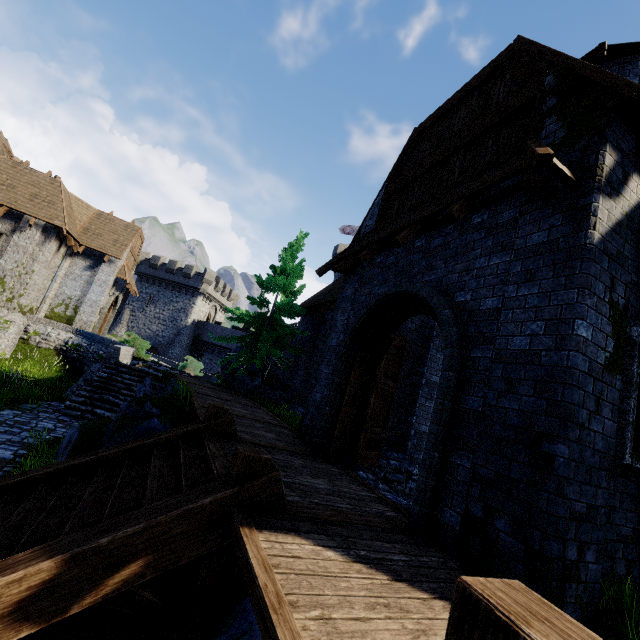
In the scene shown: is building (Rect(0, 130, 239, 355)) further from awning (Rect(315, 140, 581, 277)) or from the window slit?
the window slit

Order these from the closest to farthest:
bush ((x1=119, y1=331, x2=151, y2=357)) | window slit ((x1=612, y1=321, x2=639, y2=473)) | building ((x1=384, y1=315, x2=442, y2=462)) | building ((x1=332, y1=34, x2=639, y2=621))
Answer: building ((x1=332, y1=34, x2=639, y2=621)), window slit ((x1=612, y1=321, x2=639, y2=473)), building ((x1=384, y1=315, x2=442, y2=462)), bush ((x1=119, y1=331, x2=151, y2=357))

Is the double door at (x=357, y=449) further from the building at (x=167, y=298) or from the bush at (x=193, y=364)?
the bush at (x=193, y=364)

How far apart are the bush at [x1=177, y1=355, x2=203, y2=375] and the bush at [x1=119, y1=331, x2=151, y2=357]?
4.7 meters

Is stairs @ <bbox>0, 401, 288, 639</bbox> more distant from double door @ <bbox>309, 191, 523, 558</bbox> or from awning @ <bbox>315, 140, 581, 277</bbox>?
awning @ <bbox>315, 140, 581, 277</bbox>

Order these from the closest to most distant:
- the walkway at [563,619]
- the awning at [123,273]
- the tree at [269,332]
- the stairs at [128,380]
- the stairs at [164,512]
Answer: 1. the walkway at [563,619]
2. the stairs at [164,512]
3. the stairs at [128,380]
4. the tree at [269,332]
5. the awning at [123,273]

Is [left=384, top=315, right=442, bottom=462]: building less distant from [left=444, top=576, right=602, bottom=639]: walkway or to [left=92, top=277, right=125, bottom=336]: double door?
[left=444, top=576, right=602, bottom=639]: walkway

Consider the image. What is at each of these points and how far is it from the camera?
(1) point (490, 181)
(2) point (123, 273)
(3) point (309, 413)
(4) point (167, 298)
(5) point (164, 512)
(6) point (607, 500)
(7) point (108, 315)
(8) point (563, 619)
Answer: (1) awning, 4.4m
(2) awning, 23.0m
(3) building, 8.5m
(4) building, 43.5m
(5) stairs, 3.1m
(6) building, 3.5m
(7) double door, 25.9m
(8) walkway, 1.0m
